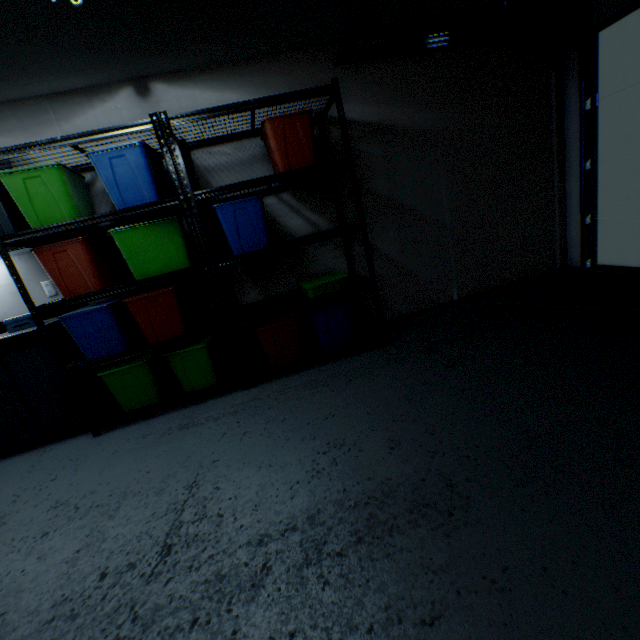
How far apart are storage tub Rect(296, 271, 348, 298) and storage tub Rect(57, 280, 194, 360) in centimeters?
93cm

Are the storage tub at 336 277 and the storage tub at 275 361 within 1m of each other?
yes

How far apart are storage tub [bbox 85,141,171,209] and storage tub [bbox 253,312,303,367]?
1.1 meters

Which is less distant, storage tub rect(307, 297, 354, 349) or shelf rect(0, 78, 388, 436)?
shelf rect(0, 78, 388, 436)

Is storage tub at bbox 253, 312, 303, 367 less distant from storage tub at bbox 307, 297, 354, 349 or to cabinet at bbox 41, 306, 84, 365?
storage tub at bbox 307, 297, 354, 349

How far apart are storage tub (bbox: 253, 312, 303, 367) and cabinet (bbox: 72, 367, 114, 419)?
1.38m

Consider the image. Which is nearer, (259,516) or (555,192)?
(259,516)

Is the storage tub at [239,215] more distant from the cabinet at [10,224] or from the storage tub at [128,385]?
the cabinet at [10,224]
